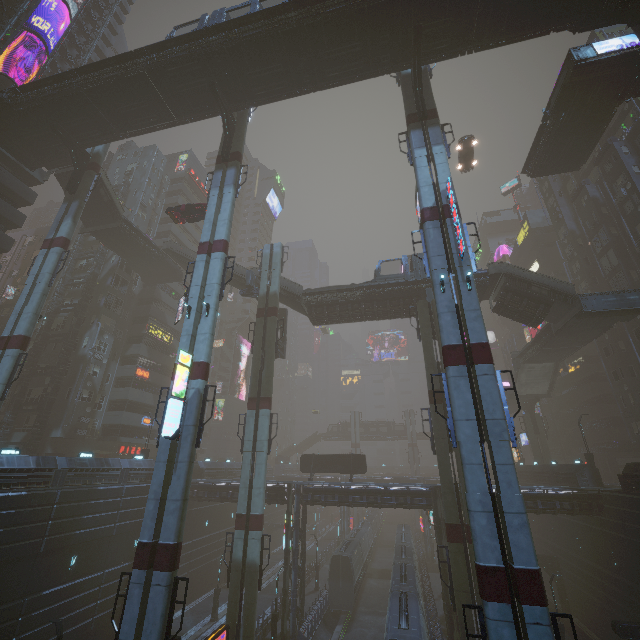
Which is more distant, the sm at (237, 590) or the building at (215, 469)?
the building at (215, 469)

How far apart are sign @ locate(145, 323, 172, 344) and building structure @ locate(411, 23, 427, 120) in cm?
4071

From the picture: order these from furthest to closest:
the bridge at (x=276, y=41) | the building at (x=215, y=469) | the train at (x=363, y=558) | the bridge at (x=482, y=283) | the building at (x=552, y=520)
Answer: the building at (x=215, y=469)
the train at (x=363, y=558)
the bridge at (x=482, y=283)
the building at (x=552, y=520)
the bridge at (x=276, y=41)

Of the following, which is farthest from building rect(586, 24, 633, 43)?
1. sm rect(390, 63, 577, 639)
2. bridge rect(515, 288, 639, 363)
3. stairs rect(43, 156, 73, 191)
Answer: bridge rect(515, 288, 639, 363)

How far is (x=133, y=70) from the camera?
24.64m

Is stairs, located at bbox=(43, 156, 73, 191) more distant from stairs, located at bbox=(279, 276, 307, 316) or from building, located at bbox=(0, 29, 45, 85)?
stairs, located at bbox=(279, 276, 307, 316)

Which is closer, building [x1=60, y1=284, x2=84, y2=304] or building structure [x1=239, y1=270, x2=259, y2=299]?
building structure [x1=239, y1=270, x2=259, y2=299]

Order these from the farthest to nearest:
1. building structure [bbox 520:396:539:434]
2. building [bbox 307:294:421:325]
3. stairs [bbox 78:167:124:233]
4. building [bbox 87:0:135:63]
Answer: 1. building structure [bbox 520:396:539:434]
2. building [bbox 87:0:135:63]
3. stairs [bbox 78:167:124:233]
4. building [bbox 307:294:421:325]
